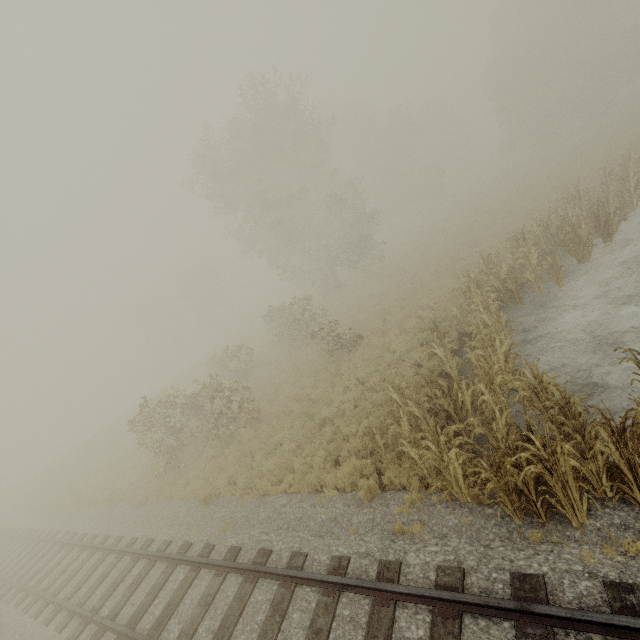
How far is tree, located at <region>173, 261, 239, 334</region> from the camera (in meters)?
50.09

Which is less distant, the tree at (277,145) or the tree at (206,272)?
the tree at (277,145)

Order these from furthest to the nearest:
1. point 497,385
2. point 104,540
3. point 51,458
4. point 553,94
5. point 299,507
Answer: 1. point 553,94
2. point 51,458
3. point 104,540
4. point 299,507
5. point 497,385

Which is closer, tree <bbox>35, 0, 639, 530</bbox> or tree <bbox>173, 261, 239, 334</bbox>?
tree <bbox>35, 0, 639, 530</bbox>

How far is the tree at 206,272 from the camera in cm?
5009
